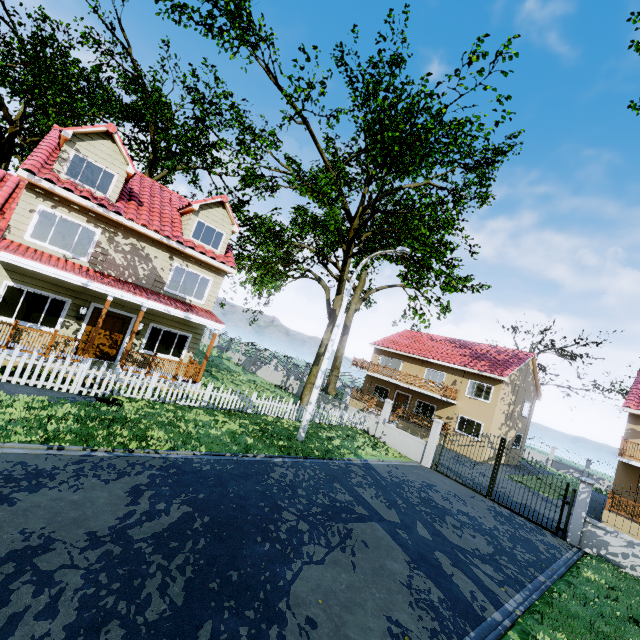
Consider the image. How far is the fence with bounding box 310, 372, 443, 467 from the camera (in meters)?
17.22

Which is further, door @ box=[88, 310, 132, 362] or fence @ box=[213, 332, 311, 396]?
fence @ box=[213, 332, 311, 396]

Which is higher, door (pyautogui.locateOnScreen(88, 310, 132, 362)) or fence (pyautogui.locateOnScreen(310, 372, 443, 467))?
door (pyautogui.locateOnScreen(88, 310, 132, 362))

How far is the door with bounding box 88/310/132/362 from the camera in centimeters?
1354cm

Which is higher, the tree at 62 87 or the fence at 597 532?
the tree at 62 87

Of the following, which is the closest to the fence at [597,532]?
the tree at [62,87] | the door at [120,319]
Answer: the tree at [62,87]

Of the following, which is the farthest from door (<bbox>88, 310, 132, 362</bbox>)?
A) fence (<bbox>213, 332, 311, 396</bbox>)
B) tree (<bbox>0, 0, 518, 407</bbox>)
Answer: tree (<bbox>0, 0, 518, 407</bbox>)

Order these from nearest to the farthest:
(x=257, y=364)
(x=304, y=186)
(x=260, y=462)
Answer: (x=260, y=462)
(x=304, y=186)
(x=257, y=364)
